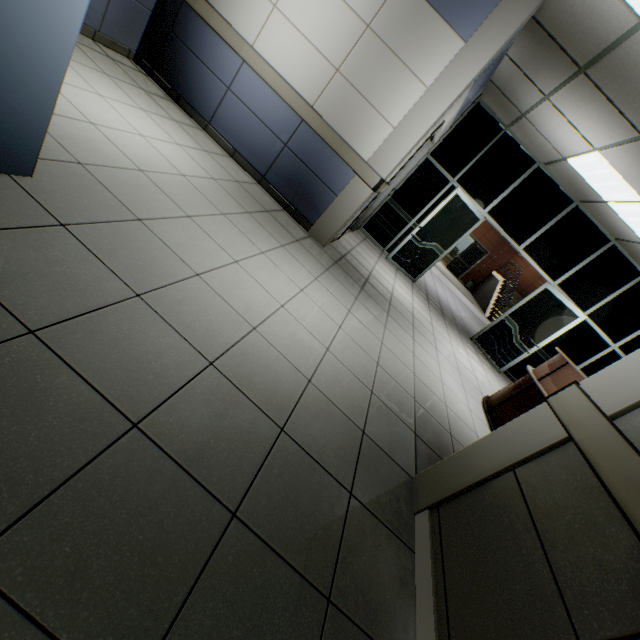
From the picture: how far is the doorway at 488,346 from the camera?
6.6m

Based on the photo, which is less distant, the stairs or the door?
the door

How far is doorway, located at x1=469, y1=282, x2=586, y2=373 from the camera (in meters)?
6.57

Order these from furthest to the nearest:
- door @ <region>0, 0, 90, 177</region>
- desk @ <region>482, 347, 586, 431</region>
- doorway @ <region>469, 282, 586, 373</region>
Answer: doorway @ <region>469, 282, 586, 373</region> → desk @ <region>482, 347, 586, 431</region> → door @ <region>0, 0, 90, 177</region>

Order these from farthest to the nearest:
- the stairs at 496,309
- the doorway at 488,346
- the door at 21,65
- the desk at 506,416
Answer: the stairs at 496,309 < the doorway at 488,346 < the desk at 506,416 < the door at 21,65

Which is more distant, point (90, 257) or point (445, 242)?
point (445, 242)

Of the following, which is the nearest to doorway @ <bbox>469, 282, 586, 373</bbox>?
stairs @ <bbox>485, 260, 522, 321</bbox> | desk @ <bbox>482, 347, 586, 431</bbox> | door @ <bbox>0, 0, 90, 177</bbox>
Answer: desk @ <bbox>482, 347, 586, 431</bbox>

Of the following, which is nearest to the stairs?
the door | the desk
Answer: the desk
